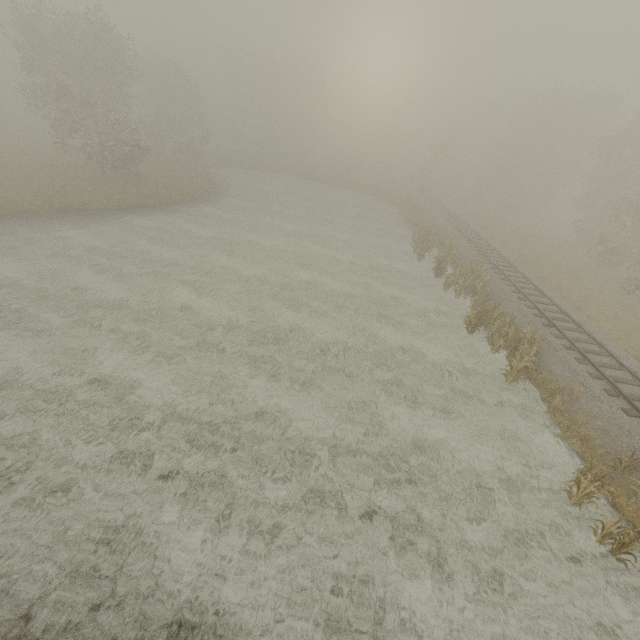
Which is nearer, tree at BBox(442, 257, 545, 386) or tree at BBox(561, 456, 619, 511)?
tree at BBox(561, 456, 619, 511)

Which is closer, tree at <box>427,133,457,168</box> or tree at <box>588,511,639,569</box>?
tree at <box>588,511,639,569</box>

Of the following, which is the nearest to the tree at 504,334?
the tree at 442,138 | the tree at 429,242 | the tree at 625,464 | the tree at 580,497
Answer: the tree at 429,242

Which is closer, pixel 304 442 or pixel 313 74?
pixel 304 442

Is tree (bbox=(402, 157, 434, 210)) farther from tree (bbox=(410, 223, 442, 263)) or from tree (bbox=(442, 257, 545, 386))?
tree (bbox=(442, 257, 545, 386))

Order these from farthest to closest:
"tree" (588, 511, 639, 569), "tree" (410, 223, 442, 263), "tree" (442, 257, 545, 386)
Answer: "tree" (410, 223, 442, 263) → "tree" (442, 257, 545, 386) → "tree" (588, 511, 639, 569)

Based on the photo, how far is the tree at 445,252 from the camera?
21.5 meters
